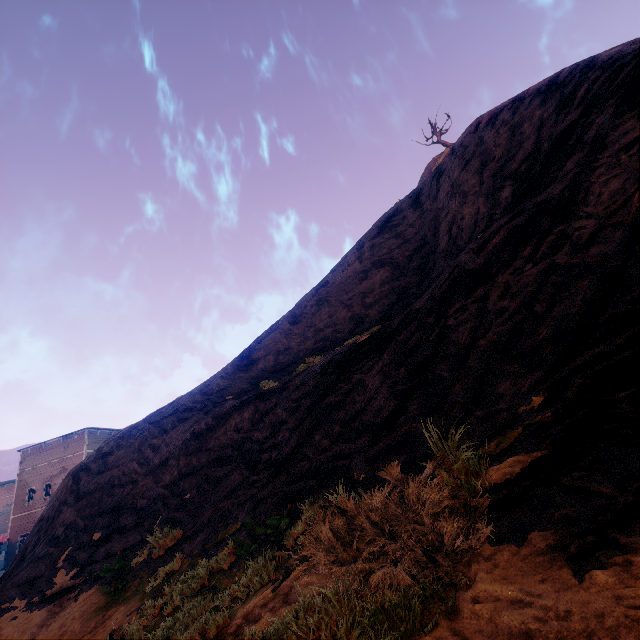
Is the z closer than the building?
Yes

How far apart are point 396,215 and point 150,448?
14.32m

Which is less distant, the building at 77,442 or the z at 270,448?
the z at 270,448
